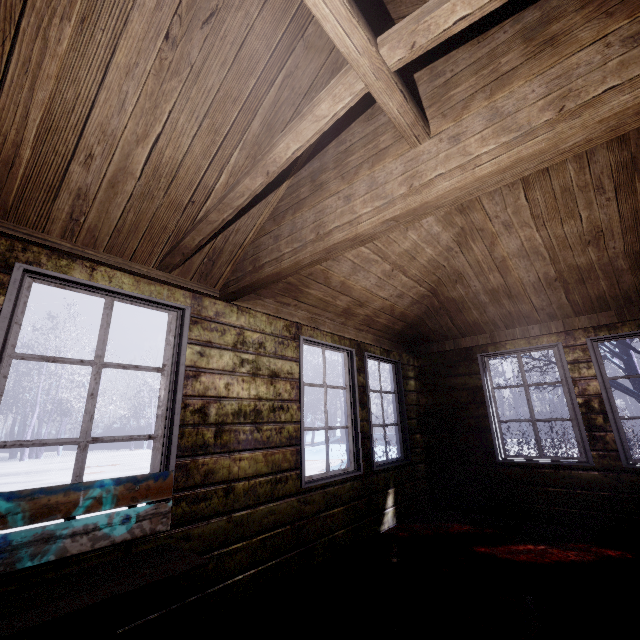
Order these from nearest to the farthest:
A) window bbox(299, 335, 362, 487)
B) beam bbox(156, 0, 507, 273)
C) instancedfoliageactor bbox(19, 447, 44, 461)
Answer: beam bbox(156, 0, 507, 273) < window bbox(299, 335, 362, 487) < instancedfoliageactor bbox(19, 447, 44, 461)

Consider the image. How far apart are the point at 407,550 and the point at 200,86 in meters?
3.7 m

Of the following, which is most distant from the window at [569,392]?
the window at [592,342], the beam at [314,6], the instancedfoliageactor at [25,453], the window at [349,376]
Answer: the instancedfoliageactor at [25,453]

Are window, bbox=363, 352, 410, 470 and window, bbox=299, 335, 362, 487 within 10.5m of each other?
yes

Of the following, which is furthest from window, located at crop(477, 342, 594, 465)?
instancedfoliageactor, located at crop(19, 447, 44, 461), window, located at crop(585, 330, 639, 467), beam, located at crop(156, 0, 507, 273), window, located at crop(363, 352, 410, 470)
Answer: instancedfoliageactor, located at crop(19, 447, 44, 461)

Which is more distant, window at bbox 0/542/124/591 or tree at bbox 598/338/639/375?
tree at bbox 598/338/639/375

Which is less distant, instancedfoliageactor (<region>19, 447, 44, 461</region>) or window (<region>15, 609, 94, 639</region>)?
window (<region>15, 609, 94, 639</region>)

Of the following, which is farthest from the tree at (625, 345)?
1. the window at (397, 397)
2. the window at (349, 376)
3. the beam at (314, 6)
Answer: the beam at (314, 6)
